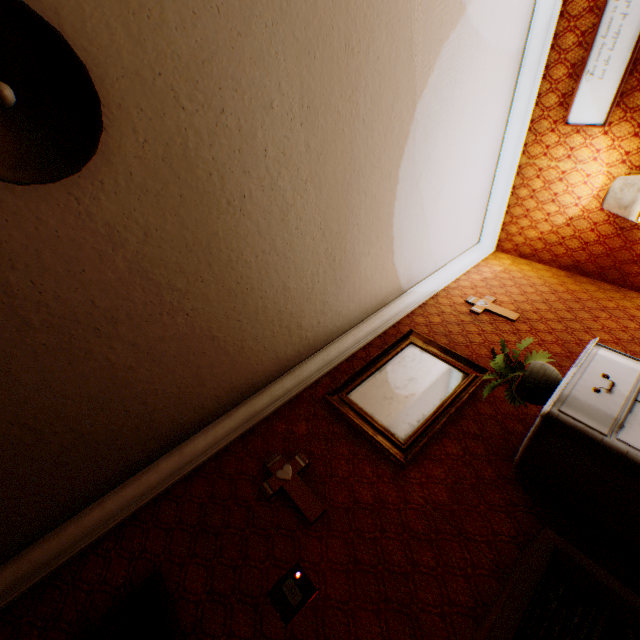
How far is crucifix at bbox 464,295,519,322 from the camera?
3.87m

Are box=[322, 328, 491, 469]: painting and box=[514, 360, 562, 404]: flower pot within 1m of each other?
yes

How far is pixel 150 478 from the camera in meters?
2.6

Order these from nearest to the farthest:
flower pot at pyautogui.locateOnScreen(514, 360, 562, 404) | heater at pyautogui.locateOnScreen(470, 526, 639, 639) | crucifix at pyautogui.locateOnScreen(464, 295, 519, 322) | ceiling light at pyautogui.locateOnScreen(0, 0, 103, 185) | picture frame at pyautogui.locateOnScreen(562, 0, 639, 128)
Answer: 1. ceiling light at pyautogui.locateOnScreen(0, 0, 103, 185)
2. heater at pyautogui.locateOnScreen(470, 526, 639, 639)
3. flower pot at pyautogui.locateOnScreen(514, 360, 562, 404)
4. picture frame at pyautogui.locateOnScreen(562, 0, 639, 128)
5. crucifix at pyautogui.locateOnScreen(464, 295, 519, 322)

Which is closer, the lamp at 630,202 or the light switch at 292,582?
the light switch at 292,582

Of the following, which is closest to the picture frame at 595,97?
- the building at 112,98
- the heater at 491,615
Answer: the building at 112,98

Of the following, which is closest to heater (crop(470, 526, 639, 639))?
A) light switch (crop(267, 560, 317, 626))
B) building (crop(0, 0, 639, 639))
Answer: building (crop(0, 0, 639, 639))

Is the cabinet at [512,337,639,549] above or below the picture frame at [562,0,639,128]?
below
